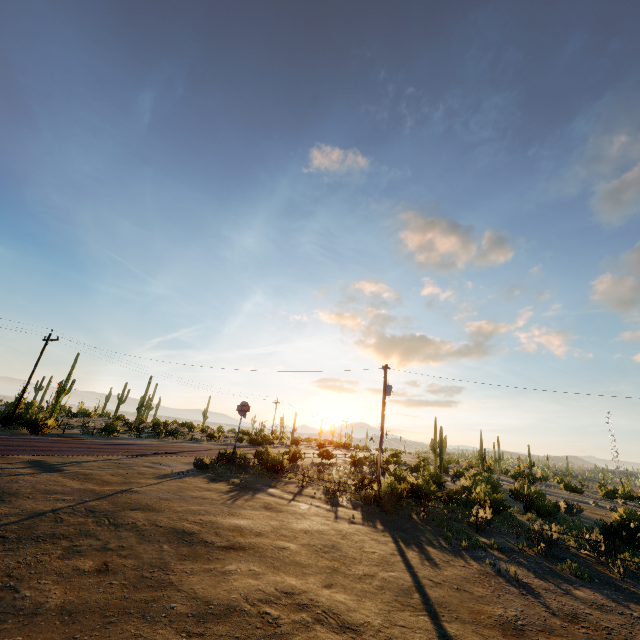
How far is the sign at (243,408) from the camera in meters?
25.0 m

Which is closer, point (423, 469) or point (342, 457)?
point (423, 469)

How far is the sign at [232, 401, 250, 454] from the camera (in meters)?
25.05
